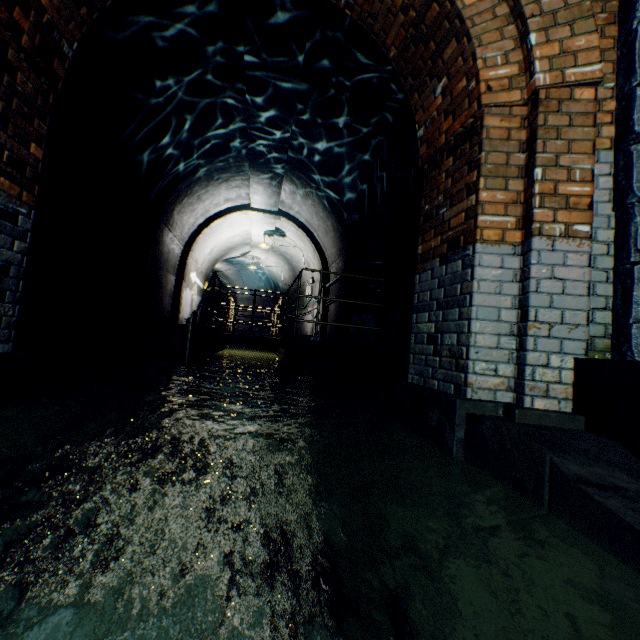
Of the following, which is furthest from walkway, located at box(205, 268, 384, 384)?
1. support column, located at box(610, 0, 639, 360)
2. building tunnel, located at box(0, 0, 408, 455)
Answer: support column, located at box(610, 0, 639, 360)

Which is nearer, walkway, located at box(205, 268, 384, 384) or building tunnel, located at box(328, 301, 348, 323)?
walkway, located at box(205, 268, 384, 384)

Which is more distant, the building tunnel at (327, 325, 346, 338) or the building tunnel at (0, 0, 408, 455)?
the building tunnel at (327, 325, 346, 338)

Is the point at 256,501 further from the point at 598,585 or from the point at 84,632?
the point at 598,585

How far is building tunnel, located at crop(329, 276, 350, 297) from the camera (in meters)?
7.96

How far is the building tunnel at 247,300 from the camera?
19.3m
